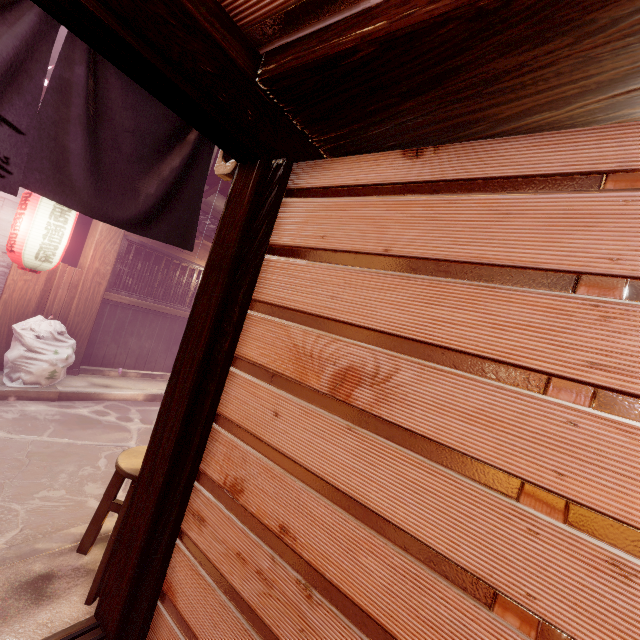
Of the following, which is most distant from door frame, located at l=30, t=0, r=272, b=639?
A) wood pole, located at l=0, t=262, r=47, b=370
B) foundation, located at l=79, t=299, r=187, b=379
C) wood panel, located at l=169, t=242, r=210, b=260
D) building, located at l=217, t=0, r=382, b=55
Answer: wood panel, located at l=169, t=242, r=210, b=260

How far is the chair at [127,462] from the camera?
3.6m

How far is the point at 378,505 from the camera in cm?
217

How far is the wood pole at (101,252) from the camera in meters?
10.2 m

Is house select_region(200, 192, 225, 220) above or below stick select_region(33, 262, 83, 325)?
above

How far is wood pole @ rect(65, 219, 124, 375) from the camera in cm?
1019

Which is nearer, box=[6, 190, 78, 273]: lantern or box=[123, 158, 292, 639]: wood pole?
box=[123, 158, 292, 639]: wood pole

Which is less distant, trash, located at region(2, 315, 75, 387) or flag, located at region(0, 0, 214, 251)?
flag, located at region(0, 0, 214, 251)
